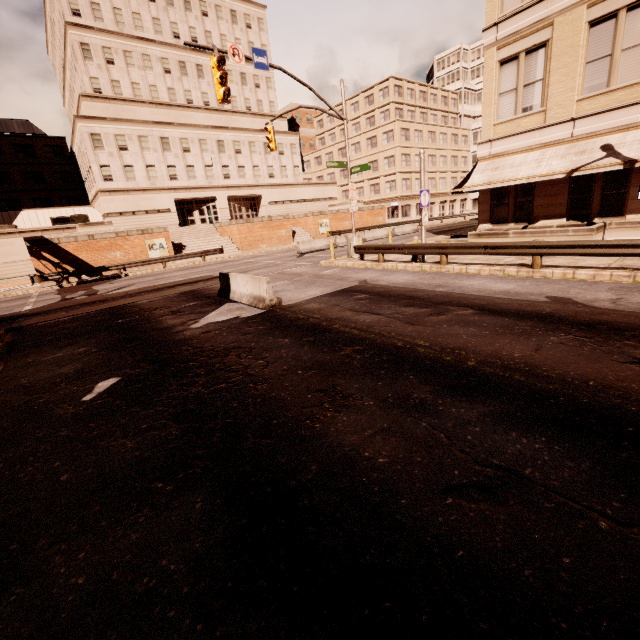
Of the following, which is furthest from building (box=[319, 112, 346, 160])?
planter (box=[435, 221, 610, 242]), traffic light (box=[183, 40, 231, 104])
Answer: planter (box=[435, 221, 610, 242])

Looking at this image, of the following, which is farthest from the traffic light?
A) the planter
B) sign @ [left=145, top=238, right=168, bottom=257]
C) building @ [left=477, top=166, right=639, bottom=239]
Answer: sign @ [left=145, top=238, right=168, bottom=257]

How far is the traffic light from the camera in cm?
1265

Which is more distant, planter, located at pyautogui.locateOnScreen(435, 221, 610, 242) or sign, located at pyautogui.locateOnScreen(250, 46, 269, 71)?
sign, located at pyautogui.locateOnScreen(250, 46, 269, 71)

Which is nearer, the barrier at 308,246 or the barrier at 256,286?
the barrier at 256,286

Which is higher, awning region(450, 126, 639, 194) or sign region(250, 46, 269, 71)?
sign region(250, 46, 269, 71)

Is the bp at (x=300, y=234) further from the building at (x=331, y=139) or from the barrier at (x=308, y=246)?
the barrier at (x=308, y=246)

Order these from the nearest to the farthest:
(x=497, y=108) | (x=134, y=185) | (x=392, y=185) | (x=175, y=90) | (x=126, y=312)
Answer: (x=126, y=312) → (x=497, y=108) → (x=134, y=185) → (x=175, y=90) → (x=392, y=185)
